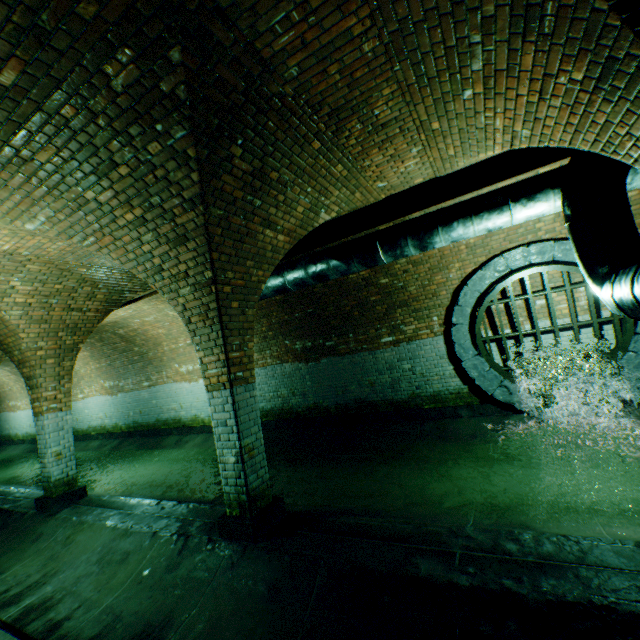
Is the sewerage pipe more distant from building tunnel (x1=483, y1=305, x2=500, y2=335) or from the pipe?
the pipe

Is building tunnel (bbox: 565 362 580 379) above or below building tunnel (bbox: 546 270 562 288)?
below

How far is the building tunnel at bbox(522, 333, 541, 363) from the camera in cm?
668

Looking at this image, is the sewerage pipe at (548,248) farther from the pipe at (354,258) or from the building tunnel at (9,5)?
the pipe at (354,258)

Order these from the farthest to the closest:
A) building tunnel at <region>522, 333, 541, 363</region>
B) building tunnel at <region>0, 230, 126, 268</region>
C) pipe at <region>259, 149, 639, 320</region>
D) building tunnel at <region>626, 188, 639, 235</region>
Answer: building tunnel at <region>522, 333, 541, 363</region>, building tunnel at <region>626, 188, 639, 235</region>, building tunnel at <region>0, 230, 126, 268</region>, pipe at <region>259, 149, 639, 320</region>

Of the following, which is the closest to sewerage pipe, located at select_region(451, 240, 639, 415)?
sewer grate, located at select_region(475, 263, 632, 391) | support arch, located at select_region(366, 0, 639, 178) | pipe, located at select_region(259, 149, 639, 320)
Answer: sewer grate, located at select_region(475, 263, 632, 391)

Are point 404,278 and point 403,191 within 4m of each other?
yes
